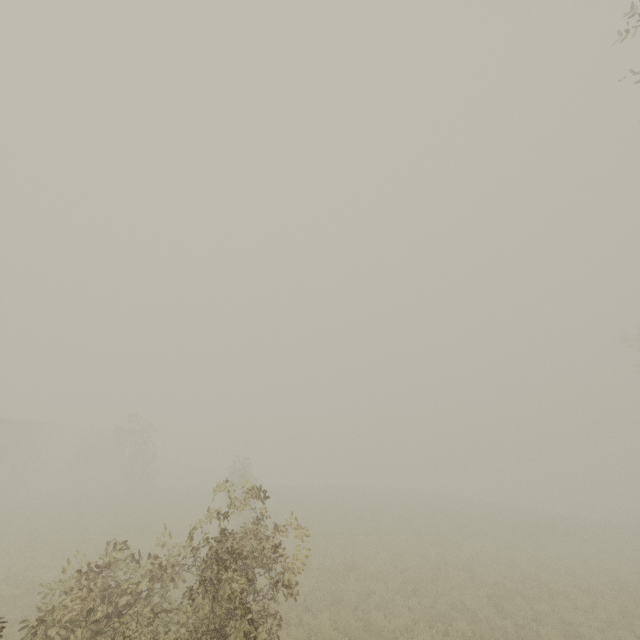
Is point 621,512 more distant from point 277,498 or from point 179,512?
point 179,512
